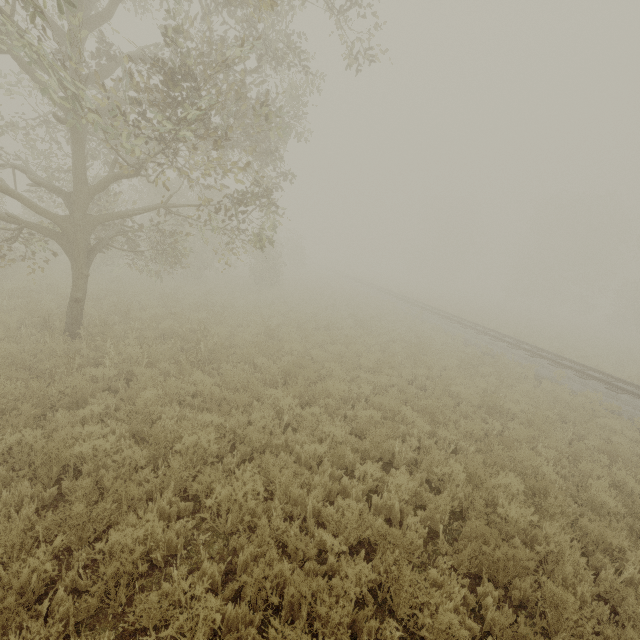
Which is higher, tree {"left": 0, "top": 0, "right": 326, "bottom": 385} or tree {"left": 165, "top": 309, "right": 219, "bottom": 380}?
tree {"left": 0, "top": 0, "right": 326, "bottom": 385}

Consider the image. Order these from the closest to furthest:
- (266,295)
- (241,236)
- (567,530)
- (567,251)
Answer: (567,530) → (266,295) → (241,236) → (567,251)

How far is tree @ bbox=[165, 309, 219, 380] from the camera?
8.27m

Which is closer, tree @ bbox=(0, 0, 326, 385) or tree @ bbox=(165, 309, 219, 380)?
tree @ bbox=(0, 0, 326, 385)

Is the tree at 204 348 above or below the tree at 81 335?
below

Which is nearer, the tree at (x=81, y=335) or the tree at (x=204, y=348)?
the tree at (x=81, y=335)
